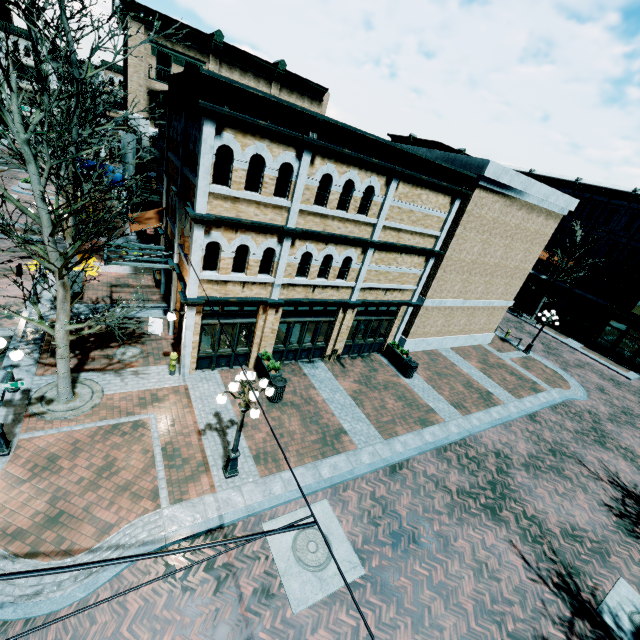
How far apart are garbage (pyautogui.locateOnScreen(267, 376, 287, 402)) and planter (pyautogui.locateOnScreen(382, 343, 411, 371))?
6.9m

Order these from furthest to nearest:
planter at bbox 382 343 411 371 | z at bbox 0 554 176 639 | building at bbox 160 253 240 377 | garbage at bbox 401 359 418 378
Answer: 1. planter at bbox 382 343 411 371
2. garbage at bbox 401 359 418 378
3. building at bbox 160 253 240 377
4. z at bbox 0 554 176 639

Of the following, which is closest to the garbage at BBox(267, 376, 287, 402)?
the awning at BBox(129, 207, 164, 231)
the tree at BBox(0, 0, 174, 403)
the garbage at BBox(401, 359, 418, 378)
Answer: the tree at BBox(0, 0, 174, 403)

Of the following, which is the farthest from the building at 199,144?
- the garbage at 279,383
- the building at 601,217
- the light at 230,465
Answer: the light at 230,465

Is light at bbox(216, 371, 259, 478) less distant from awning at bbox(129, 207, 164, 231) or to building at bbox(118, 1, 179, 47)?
building at bbox(118, 1, 179, 47)

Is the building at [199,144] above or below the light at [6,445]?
above

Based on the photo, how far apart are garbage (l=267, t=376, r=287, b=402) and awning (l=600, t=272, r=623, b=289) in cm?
3463

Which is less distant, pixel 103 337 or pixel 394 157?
pixel 394 157
